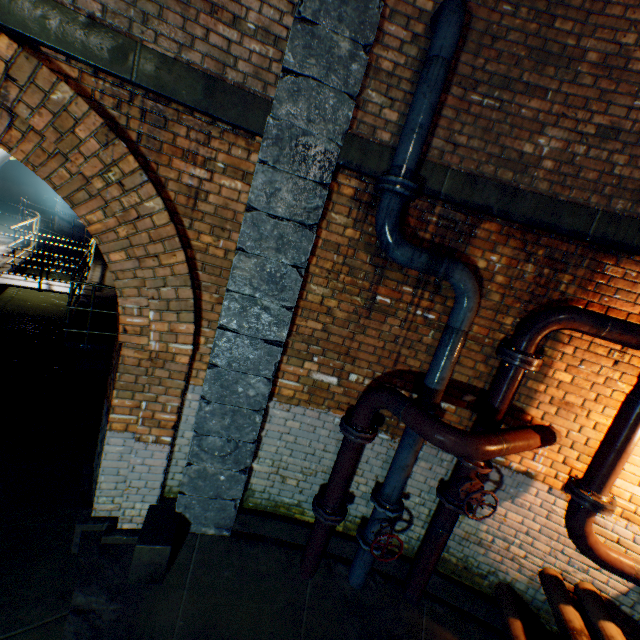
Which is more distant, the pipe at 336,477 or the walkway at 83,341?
the walkway at 83,341

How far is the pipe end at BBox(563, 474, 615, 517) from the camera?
2.82m

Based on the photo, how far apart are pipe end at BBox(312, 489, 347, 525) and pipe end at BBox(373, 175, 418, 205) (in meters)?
3.16

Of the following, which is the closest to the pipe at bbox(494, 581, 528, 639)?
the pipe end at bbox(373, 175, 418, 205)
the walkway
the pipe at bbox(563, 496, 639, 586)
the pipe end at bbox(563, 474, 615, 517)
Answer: the pipe at bbox(563, 496, 639, 586)

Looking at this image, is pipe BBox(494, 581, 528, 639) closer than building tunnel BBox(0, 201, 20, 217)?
Yes

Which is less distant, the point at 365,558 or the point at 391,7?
the point at 391,7

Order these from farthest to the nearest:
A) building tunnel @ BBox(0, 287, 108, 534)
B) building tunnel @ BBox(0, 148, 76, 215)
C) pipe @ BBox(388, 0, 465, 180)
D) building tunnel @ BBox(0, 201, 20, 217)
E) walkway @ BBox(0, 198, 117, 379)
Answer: building tunnel @ BBox(0, 201, 20, 217) < building tunnel @ BBox(0, 148, 76, 215) < walkway @ BBox(0, 198, 117, 379) < building tunnel @ BBox(0, 287, 108, 534) < pipe @ BBox(388, 0, 465, 180)

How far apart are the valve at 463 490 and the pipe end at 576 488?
0.73m
